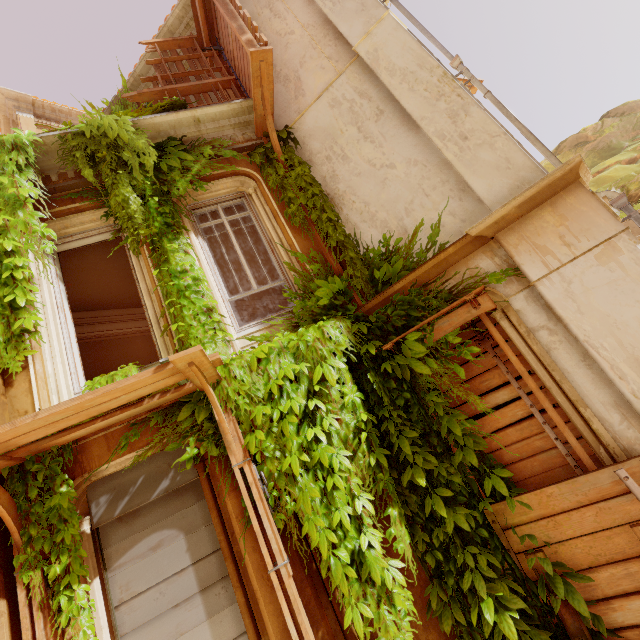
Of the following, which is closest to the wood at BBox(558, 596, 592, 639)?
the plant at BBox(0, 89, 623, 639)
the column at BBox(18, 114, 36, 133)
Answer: the plant at BBox(0, 89, 623, 639)

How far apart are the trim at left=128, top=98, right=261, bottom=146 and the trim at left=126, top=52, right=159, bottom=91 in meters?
3.3

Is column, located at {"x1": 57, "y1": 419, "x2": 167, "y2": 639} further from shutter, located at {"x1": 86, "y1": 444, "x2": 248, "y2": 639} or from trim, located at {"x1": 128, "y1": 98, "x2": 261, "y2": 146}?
trim, located at {"x1": 128, "y1": 98, "x2": 261, "y2": 146}

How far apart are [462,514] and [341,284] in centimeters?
327cm

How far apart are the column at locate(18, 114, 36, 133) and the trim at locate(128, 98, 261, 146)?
6.39m

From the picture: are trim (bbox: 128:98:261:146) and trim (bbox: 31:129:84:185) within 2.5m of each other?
yes

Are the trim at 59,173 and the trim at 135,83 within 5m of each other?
yes

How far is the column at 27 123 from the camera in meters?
10.1
